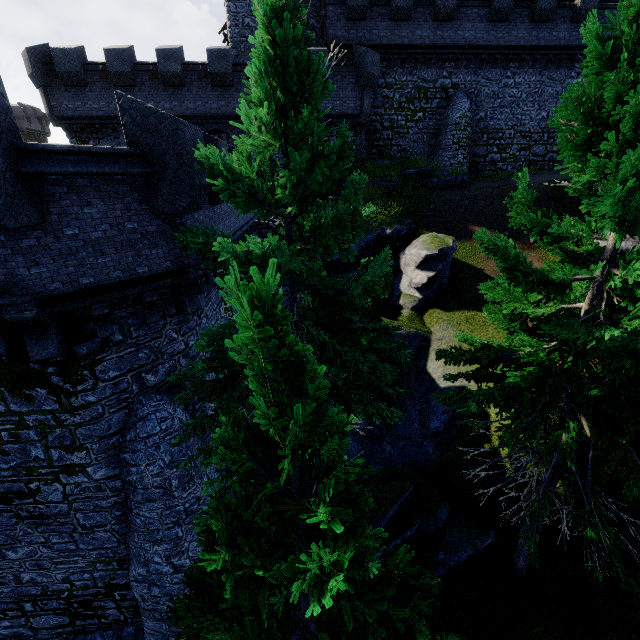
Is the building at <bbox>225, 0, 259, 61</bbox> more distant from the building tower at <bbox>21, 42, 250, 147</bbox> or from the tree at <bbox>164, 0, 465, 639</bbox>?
the tree at <bbox>164, 0, 465, 639</bbox>

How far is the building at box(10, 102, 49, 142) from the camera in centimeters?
5362cm

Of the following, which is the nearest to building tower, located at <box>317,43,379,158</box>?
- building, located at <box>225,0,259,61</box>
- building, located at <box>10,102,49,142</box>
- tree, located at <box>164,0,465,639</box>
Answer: building, located at <box>225,0,259,61</box>

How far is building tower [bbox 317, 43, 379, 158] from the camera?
20.2m

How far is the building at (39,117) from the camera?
53.62m

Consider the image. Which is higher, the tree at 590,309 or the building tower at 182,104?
the building tower at 182,104

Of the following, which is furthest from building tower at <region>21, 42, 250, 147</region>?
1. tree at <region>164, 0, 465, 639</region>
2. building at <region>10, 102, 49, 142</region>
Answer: building at <region>10, 102, 49, 142</region>

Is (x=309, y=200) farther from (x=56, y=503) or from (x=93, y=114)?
(x=93, y=114)
